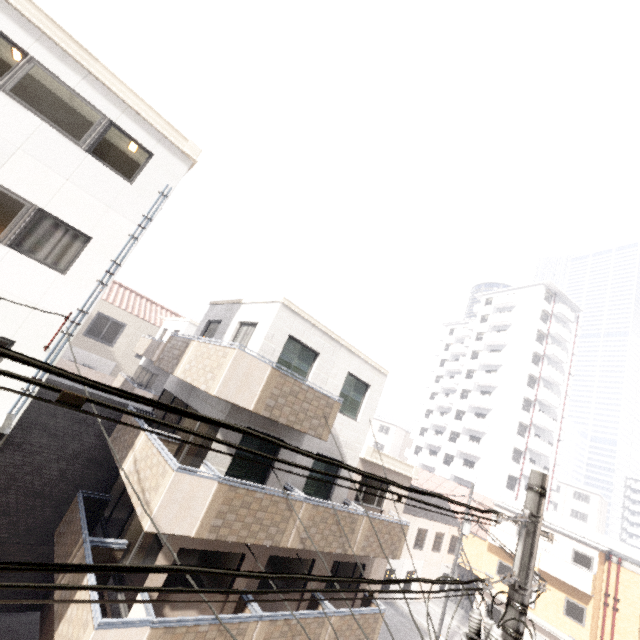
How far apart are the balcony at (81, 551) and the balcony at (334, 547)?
1.6 meters

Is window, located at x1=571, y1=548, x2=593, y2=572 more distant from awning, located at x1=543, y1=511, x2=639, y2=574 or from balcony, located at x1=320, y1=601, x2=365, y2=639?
balcony, located at x1=320, y1=601, x2=365, y2=639

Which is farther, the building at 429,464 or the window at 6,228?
the building at 429,464

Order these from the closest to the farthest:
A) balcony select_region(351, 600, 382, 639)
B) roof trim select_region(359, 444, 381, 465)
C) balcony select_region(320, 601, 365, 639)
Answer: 1. balcony select_region(320, 601, 365, 639)
2. balcony select_region(351, 600, 382, 639)
3. roof trim select_region(359, 444, 381, 465)

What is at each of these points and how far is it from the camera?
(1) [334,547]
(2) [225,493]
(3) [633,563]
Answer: (1) balcony, 10.1 meters
(2) balcony, 7.8 meters
(3) awning, 23.0 meters

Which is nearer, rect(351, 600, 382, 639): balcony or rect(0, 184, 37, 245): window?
rect(0, 184, 37, 245): window

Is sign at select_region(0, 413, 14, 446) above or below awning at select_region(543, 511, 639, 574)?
below

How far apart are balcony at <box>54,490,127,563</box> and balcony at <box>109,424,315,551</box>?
1.58m
